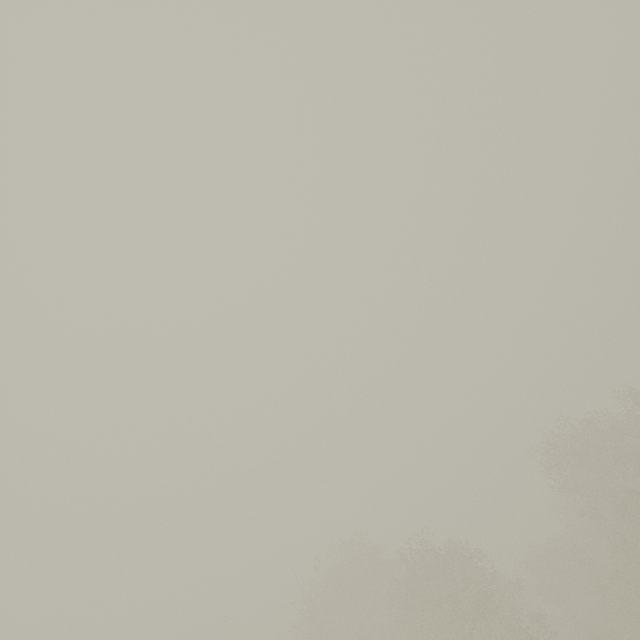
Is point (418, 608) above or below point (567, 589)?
above
